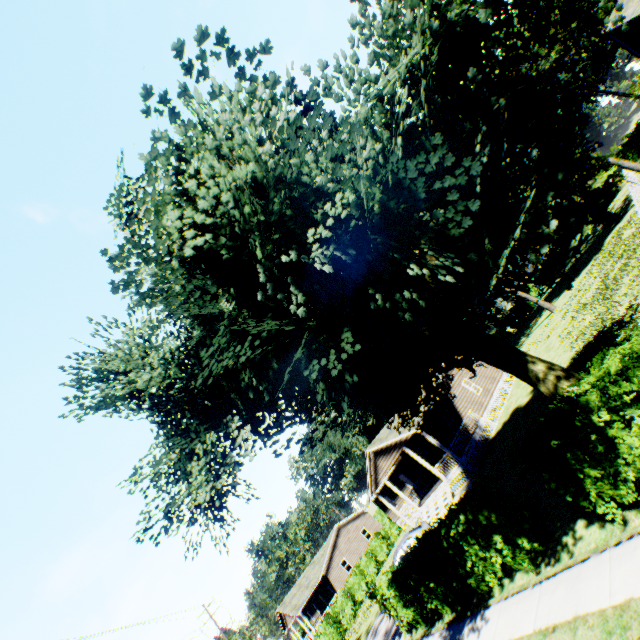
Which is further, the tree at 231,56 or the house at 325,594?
the house at 325,594

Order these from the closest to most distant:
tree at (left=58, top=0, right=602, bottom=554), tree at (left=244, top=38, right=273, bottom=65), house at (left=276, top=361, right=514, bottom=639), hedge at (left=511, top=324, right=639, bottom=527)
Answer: tree at (left=58, top=0, right=602, bottom=554) < hedge at (left=511, top=324, right=639, bottom=527) < tree at (left=244, top=38, right=273, bottom=65) < house at (left=276, top=361, right=514, bottom=639)

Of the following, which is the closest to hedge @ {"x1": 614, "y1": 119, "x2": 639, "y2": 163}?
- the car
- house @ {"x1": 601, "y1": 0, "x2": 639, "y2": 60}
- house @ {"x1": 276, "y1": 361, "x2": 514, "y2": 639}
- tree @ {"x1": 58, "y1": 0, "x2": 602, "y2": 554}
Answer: house @ {"x1": 276, "y1": 361, "x2": 514, "y2": 639}

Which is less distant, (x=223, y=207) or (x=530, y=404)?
(x=223, y=207)

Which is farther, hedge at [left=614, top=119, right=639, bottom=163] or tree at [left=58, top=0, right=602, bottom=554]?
hedge at [left=614, top=119, right=639, bottom=163]

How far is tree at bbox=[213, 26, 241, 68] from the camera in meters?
6.6 m

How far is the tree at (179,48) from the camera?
6.82m

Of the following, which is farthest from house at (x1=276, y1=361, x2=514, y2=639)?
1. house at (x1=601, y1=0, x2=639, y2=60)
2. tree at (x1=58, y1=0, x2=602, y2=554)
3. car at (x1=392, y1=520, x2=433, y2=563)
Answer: house at (x1=601, y1=0, x2=639, y2=60)
